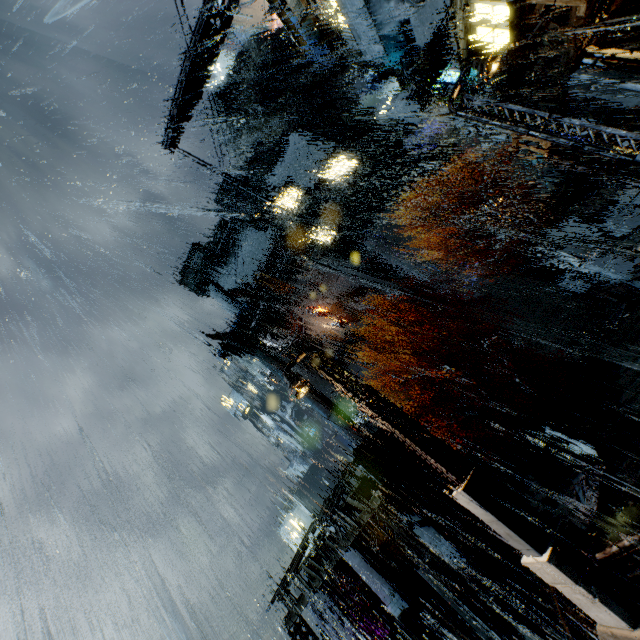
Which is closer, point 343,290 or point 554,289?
point 554,289

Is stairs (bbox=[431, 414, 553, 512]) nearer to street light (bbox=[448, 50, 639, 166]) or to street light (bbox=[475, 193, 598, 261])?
street light (bbox=[475, 193, 598, 261])

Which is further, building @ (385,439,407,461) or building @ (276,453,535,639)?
building @ (385,439,407,461)

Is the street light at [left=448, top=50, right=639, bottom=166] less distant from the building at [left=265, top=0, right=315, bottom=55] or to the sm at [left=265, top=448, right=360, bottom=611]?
the building at [left=265, top=0, right=315, bottom=55]

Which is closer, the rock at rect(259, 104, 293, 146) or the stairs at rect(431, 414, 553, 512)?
the stairs at rect(431, 414, 553, 512)

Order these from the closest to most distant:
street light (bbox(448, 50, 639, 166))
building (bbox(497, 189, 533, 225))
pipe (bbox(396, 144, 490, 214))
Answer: street light (bbox(448, 50, 639, 166)) < building (bbox(497, 189, 533, 225)) < pipe (bbox(396, 144, 490, 214))

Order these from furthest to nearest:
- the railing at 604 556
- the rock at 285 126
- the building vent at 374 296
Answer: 1. the rock at 285 126
2. the building vent at 374 296
3. the railing at 604 556

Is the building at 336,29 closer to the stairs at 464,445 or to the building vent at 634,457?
the stairs at 464,445
